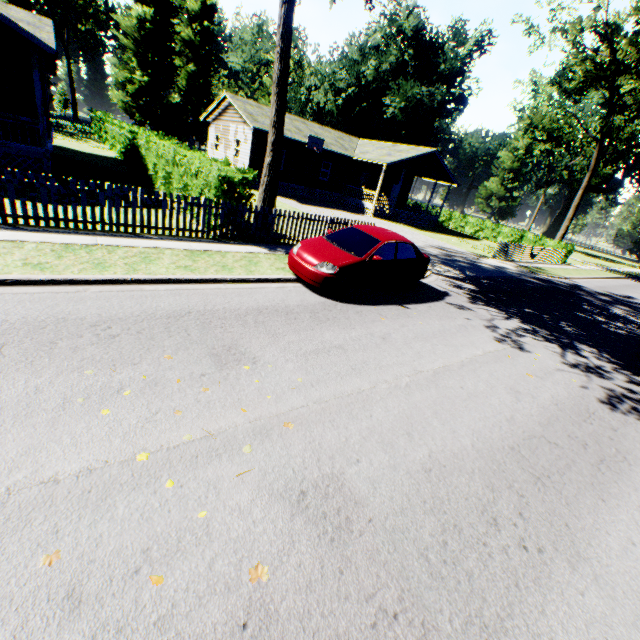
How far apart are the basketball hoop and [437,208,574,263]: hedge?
19.0m

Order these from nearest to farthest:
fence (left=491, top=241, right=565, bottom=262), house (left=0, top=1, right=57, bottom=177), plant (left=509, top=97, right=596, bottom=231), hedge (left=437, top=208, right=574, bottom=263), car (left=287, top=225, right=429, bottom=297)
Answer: car (left=287, top=225, right=429, bottom=297)
house (left=0, top=1, right=57, bottom=177)
fence (left=491, top=241, right=565, bottom=262)
hedge (left=437, top=208, right=574, bottom=263)
plant (left=509, top=97, right=596, bottom=231)

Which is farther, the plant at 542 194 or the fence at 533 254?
the plant at 542 194

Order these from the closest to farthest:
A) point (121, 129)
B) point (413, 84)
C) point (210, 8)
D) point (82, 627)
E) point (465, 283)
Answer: point (82, 627)
point (465, 283)
point (121, 129)
point (413, 84)
point (210, 8)

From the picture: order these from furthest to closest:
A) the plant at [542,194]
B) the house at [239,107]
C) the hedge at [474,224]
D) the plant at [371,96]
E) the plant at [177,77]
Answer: the plant at [542,194]
the plant at [177,77]
the plant at [371,96]
the hedge at [474,224]
the house at [239,107]

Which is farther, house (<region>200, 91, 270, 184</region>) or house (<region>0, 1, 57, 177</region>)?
house (<region>200, 91, 270, 184</region>)

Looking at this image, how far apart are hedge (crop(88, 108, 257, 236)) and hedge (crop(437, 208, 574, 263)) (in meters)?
30.58

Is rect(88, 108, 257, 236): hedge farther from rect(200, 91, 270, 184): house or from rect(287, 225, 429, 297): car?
rect(200, 91, 270, 184): house
